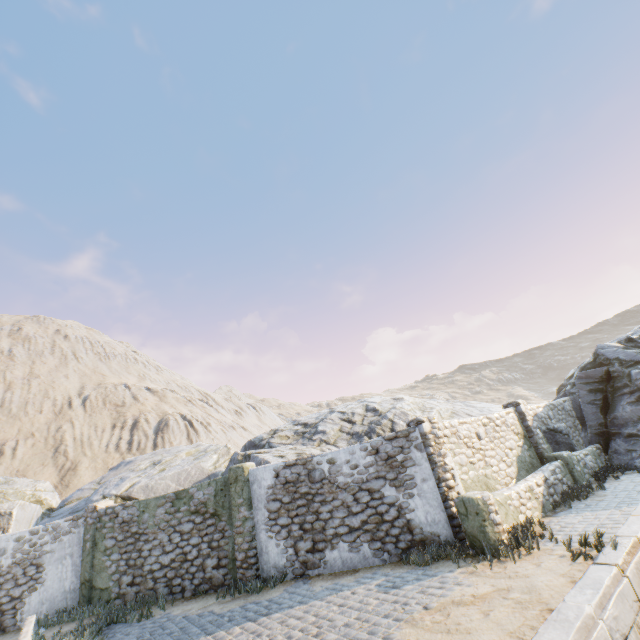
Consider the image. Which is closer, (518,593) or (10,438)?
(518,593)

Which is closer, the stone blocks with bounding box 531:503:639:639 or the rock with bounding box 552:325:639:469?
the stone blocks with bounding box 531:503:639:639

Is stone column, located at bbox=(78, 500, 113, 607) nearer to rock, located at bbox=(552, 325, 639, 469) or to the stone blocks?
the stone blocks

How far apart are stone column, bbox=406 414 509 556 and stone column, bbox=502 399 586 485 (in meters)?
4.96

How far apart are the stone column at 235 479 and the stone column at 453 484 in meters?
5.1 m

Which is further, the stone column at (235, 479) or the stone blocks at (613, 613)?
the stone column at (235, 479)

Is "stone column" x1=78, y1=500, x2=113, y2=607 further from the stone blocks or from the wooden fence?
the wooden fence

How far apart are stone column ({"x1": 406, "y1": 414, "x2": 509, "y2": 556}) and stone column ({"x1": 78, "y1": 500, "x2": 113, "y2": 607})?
11.4m
